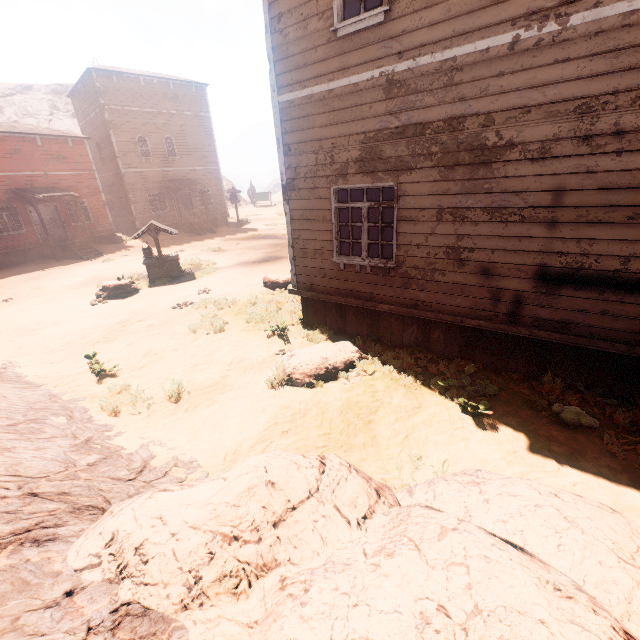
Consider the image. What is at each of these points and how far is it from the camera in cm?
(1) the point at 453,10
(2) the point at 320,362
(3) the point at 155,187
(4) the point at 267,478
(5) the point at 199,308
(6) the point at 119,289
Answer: (1) building, 440
(2) instancedfoliageactor, 609
(3) building, 2544
(4) rock, 237
(5) z, 1023
(6) instancedfoliageactor, 1174

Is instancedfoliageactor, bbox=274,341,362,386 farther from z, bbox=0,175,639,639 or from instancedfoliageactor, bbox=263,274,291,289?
instancedfoliageactor, bbox=263,274,291,289

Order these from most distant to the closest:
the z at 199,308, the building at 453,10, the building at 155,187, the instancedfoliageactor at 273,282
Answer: the building at 155,187, the instancedfoliageactor at 273,282, the building at 453,10, the z at 199,308

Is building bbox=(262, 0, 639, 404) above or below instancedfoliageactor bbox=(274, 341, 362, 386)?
above

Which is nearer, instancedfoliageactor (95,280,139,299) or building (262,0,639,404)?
building (262,0,639,404)

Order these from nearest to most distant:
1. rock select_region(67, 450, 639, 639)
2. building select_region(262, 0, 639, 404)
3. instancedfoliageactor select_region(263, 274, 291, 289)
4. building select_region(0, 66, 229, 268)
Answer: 1. rock select_region(67, 450, 639, 639)
2. building select_region(262, 0, 639, 404)
3. instancedfoliageactor select_region(263, 274, 291, 289)
4. building select_region(0, 66, 229, 268)

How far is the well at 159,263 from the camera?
13.1 meters

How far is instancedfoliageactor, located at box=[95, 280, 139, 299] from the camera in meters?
11.7
